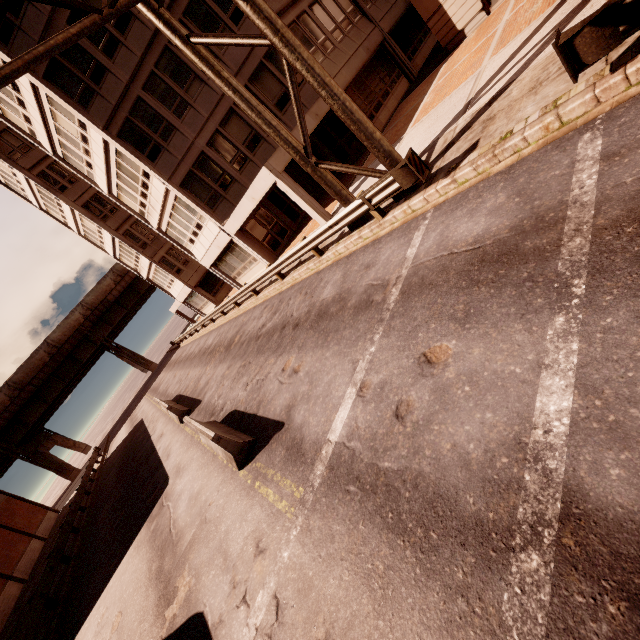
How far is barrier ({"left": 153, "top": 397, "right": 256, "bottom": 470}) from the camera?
7.1 meters

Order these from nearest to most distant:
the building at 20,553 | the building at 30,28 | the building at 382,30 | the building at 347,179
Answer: the building at 30,28
the building at 382,30
the building at 347,179
the building at 20,553

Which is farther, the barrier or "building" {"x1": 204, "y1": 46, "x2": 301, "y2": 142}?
"building" {"x1": 204, "y1": 46, "x2": 301, "y2": 142}

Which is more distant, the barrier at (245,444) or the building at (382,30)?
the building at (382,30)

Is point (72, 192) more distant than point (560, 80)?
Yes

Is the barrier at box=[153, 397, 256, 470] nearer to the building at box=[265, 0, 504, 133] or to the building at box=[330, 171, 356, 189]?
the building at box=[330, 171, 356, 189]

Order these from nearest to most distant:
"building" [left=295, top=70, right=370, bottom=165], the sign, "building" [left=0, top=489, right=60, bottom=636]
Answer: the sign
"building" [left=295, top=70, right=370, bottom=165]
"building" [left=0, top=489, right=60, bottom=636]

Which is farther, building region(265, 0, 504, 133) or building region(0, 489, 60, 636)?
building region(0, 489, 60, 636)
